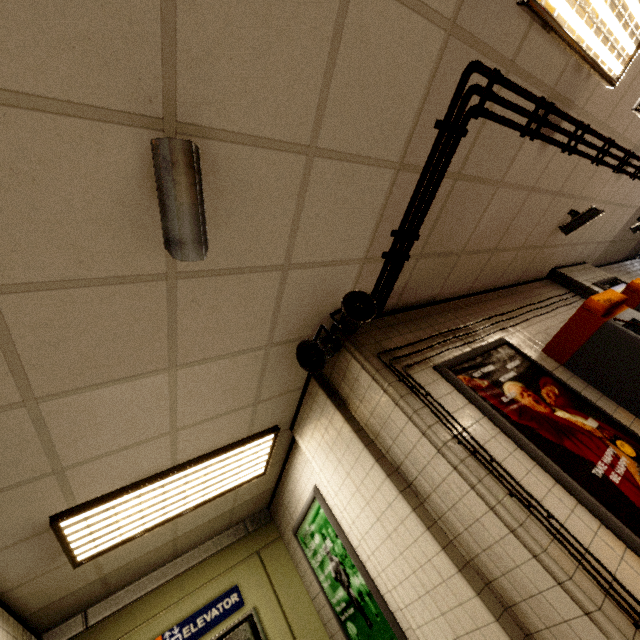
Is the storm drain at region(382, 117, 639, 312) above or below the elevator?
above

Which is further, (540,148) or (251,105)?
(540,148)

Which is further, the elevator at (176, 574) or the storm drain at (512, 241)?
the elevator at (176, 574)

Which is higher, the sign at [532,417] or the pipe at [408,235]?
the pipe at [408,235]

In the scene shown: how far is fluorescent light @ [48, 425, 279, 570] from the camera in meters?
2.7

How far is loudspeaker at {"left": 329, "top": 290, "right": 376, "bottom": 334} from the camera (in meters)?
2.57

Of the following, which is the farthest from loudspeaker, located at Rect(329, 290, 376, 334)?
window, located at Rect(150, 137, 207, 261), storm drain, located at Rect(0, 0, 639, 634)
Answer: window, located at Rect(150, 137, 207, 261)

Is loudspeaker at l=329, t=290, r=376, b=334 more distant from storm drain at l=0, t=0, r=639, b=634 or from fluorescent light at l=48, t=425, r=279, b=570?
fluorescent light at l=48, t=425, r=279, b=570
